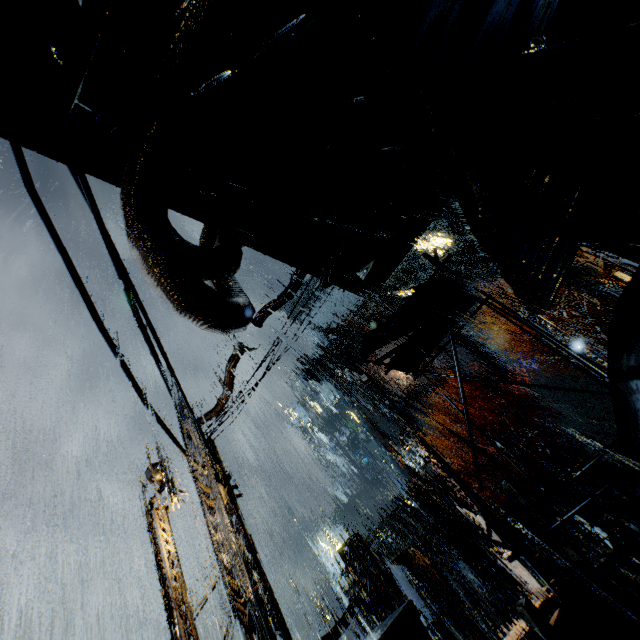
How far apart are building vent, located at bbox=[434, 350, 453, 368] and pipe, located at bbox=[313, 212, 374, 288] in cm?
4587

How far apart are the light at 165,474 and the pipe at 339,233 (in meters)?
8.79

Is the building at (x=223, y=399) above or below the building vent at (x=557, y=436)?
above

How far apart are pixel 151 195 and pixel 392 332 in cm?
474

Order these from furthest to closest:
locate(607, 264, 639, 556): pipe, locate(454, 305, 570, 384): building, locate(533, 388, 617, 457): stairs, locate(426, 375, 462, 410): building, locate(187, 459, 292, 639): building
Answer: locate(426, 375, 462, 410): building, locate(454, 305, 570, 384): building, locate(533, 388, 617, 457): stairs, locate(187, 459, 292, 639): building, locate(607, 264, 639, 556): pipe

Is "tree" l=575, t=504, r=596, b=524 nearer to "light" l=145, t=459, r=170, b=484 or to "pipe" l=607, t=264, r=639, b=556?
"light" l=145, t=459, r=170, b=484

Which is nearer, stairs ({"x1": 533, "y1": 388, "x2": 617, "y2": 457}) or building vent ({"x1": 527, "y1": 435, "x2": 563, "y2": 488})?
stairs ({"x1": 533, "y1": 388, "x2": 617, "y2": 457})

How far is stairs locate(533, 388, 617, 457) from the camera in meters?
26.3
